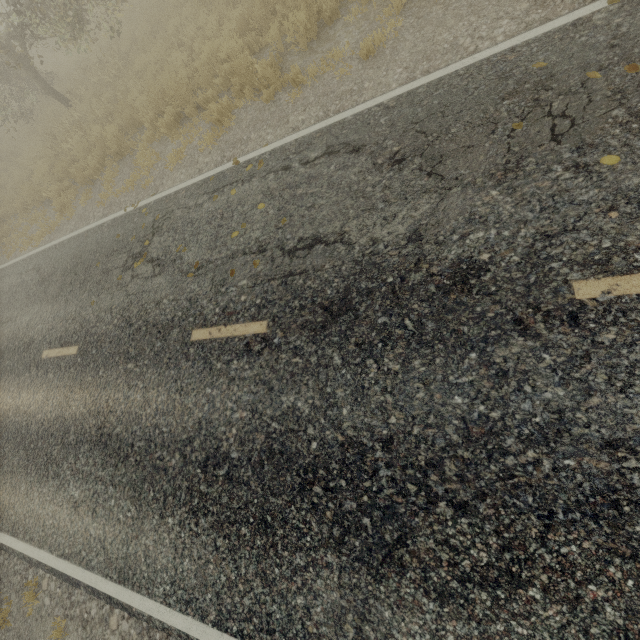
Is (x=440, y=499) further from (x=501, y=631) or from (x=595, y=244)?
(x=595, y=244)

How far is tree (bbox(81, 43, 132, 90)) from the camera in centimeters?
1148cm

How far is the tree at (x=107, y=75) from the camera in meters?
11.5 m

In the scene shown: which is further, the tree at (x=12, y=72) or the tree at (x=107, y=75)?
the tree at (x=107, y=75)

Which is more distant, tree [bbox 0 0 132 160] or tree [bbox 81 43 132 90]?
tree [bbox 81 43 132 90]
